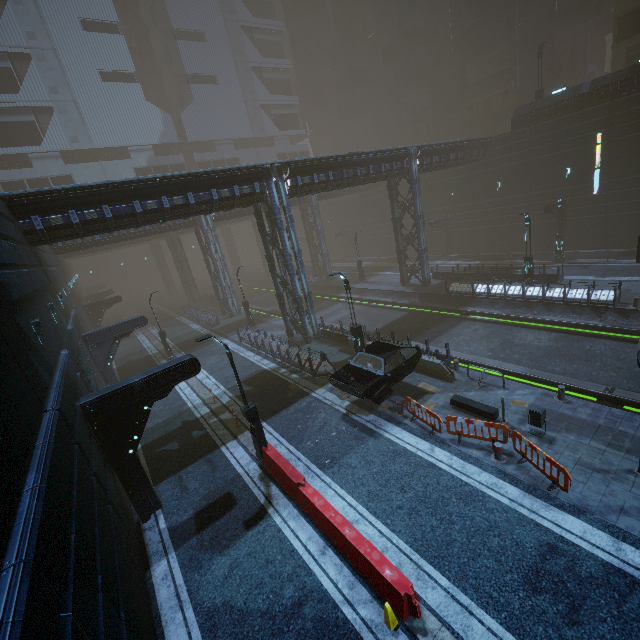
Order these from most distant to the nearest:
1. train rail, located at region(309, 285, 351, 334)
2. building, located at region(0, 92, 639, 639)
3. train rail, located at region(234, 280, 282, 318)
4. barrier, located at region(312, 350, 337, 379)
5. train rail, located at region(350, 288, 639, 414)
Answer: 1. train rail, located at region(234, 280, 282, 318)
2. train rail, located at region(309, 285, 351, 334)
3. barrier, located at region(312, 350, 337, 379)
4. train rail, located at region(350, 288, 639, 414)
5. building, located at region(0, 92, 639, 639)

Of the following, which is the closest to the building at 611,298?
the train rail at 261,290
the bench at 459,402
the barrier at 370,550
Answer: the train rail at 261,290

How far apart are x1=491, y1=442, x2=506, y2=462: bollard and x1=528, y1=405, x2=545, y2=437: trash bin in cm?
155

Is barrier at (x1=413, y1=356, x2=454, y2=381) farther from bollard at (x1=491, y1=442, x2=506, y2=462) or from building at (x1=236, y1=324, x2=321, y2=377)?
bollard at (x1=491, y1=442, x2=506, y2=462)

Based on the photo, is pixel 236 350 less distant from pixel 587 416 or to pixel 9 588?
pixel 587 416

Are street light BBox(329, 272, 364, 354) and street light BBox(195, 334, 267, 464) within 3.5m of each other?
no

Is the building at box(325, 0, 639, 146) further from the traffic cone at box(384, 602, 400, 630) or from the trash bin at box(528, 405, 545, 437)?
the trash bin at box(528, 405, 545, 437)

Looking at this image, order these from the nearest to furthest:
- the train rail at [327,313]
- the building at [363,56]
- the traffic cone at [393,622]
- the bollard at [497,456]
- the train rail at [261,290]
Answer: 1. the traffic cone at [393,622]
2. the bollard at [497,456]
3. the train rail at [327,313]
4. the building at [363,56]
5. the train rail at [261,290]
